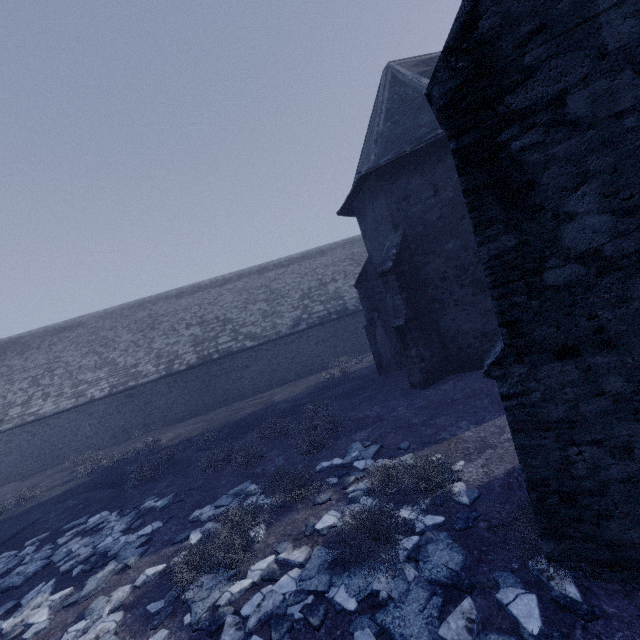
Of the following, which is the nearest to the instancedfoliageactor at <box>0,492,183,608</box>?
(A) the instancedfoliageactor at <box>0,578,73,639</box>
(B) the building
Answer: (A) the instancedfoliageactor at <box>0,578,73,639</box>

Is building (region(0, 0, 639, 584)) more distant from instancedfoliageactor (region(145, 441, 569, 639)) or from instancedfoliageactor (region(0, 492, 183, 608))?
instancedfoliageactor (region(0, 492, 183, 608))

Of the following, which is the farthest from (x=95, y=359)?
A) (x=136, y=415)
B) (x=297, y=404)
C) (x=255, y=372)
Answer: (x=297, y=404)

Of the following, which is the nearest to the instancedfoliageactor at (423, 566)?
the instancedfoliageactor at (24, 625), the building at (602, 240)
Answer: the building at (602, 240)

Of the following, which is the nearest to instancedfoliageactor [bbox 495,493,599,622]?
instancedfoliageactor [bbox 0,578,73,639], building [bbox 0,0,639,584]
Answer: building [bbox 0,0,639,584]

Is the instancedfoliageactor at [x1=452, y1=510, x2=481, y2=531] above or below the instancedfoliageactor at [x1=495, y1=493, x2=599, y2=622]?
below

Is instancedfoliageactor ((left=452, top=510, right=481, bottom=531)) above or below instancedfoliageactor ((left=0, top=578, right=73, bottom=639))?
below

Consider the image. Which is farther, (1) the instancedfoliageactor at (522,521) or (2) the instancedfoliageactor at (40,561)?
(2) the instancedfoliageactor at (40,561)
